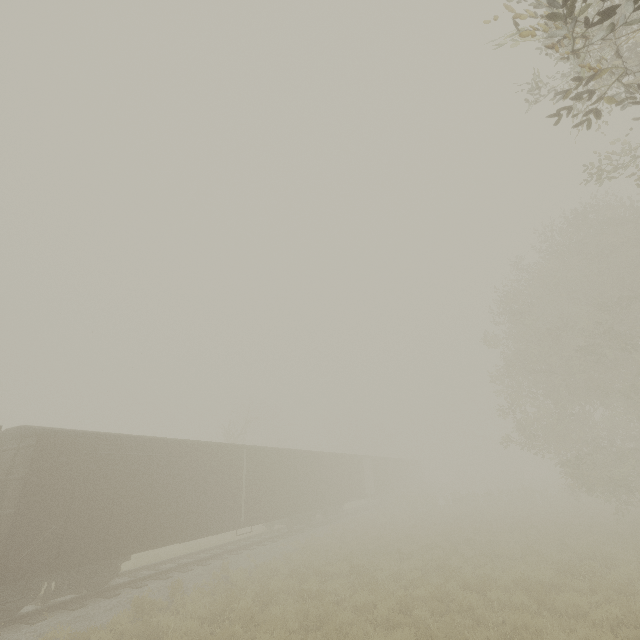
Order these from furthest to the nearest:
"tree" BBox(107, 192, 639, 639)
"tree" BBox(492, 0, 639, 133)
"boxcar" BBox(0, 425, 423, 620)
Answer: "boxcar" BBox(0, 425, 423, 620) < "tree" BBox(107, 192, 639, 639) < "tree" BBox(492, 0, 639, 133)

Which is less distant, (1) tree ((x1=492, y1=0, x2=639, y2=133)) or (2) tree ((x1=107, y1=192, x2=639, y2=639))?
(1) tree ((x1=492, y1=0, x2=639, y2=133))

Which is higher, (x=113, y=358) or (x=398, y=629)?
(x=113, y=358)

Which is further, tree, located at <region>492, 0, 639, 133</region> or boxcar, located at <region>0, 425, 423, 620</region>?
boxcar, located at <region>0, 425, 423, 620</region>

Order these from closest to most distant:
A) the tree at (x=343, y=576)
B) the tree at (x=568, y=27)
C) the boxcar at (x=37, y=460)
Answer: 1. the tree at (x=568, y=27)
2. the tree at (x=343, y=576)
3. the boxcar at (x=37, y=460)

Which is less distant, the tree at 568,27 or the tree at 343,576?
the tree at 568,27

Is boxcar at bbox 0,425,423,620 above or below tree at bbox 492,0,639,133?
below
